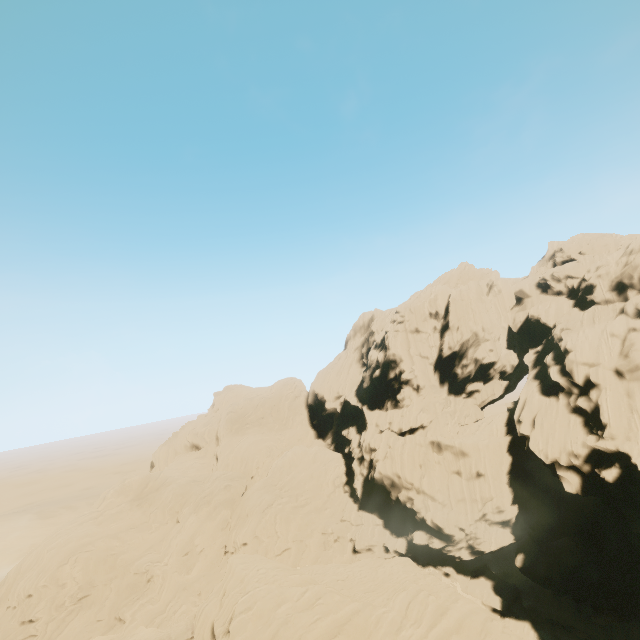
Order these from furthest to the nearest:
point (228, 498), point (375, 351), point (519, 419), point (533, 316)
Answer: point (375, 351), point (533, 316), point (228, 498), point (519, 419)
